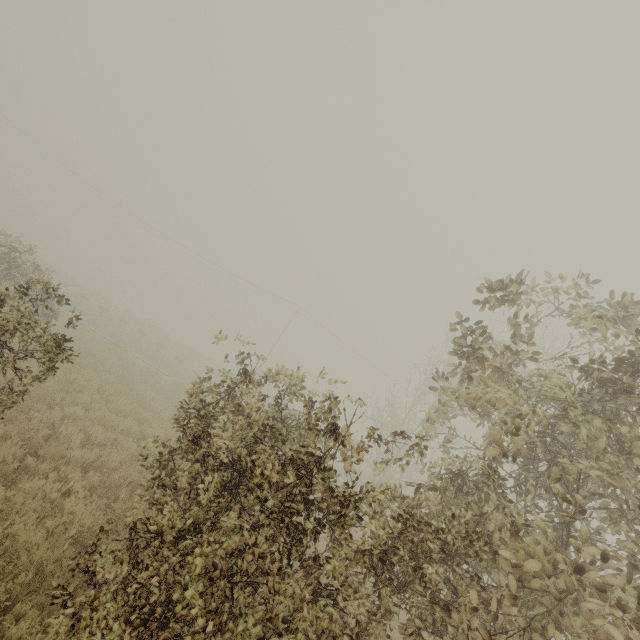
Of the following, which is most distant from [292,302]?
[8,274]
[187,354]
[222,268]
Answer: [8,274]
